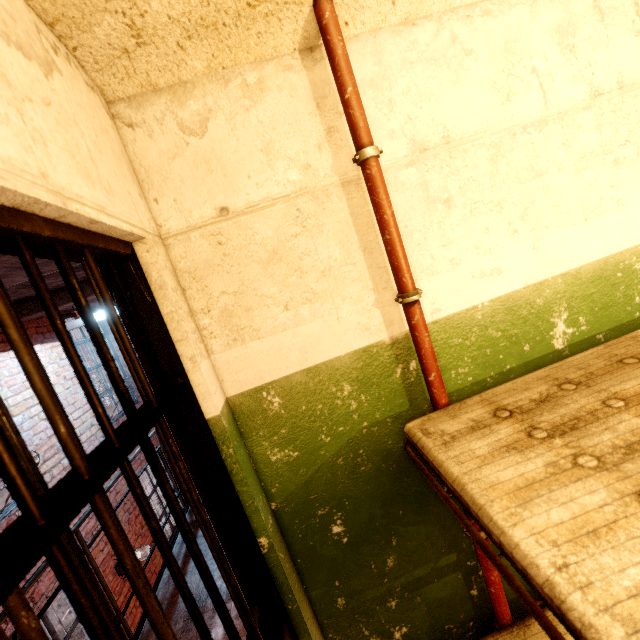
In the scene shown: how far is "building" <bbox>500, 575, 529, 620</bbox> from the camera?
1.5 meters

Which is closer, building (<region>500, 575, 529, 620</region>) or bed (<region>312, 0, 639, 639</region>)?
bed (<region>312, 0, 639, 639</region>)

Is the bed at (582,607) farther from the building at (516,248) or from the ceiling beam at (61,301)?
the ceiling beam at (61,301)

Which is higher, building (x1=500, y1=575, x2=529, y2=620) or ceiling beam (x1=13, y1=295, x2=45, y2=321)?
ceiling beam (x1=13, y1=295, x2=45, y2=321)

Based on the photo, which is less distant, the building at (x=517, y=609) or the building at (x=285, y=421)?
the building at (x=285, y=421)

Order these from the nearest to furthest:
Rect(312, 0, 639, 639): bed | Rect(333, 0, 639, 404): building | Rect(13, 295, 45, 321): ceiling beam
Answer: Rect(312, 0, 639, 639): bed
Rect(333, 0, 639, 404): building
Rect(13, 295, 45, 321): ceiling beam

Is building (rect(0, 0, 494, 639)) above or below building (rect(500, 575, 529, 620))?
above

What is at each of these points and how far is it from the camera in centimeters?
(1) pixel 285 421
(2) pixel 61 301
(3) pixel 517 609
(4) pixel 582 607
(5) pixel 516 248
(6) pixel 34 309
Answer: (1) building, 125cm
(2) ceiling beam, 395cm
(3) building, 151cm
(4) bed, 48cm
(5) building, 131cm
(6) ceiling beam, 392cm
